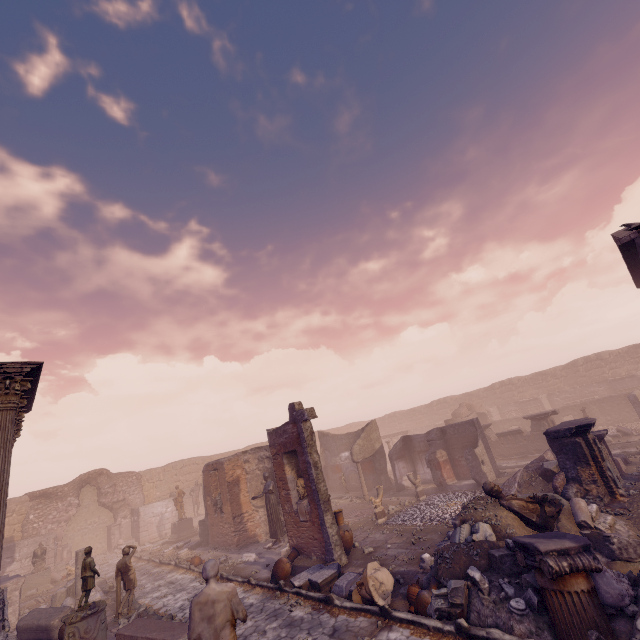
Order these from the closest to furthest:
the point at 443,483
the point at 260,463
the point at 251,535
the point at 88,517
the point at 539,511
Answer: the point at 539,511 → the point at 251,535 → the point at 260,463 → the point at 443,483 → the point at 88,517

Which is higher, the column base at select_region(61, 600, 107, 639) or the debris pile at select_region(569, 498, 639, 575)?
the column base at select_region(61, 600, 107, 639)

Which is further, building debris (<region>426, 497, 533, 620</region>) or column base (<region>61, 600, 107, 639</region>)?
column base (<region>61, 600, 107, 639</region>)

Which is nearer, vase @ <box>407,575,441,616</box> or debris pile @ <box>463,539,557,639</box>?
debris pile @ <box>463,539,557,639</box>

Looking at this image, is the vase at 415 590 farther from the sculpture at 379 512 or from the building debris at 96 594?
the building debris at 96 594

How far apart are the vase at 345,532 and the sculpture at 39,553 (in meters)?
16.76

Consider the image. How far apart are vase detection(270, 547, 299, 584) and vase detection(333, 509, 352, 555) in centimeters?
132cm

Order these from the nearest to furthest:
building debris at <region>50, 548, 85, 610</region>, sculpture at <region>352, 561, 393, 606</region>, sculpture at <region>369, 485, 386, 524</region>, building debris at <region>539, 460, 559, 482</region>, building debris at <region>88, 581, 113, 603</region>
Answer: sculpture at <region>352, 561, 393, 606</region>, building debris at <region>539, 460, 559, 482</region>, building debris at <region>50, 548, 85, 610</region>, building debris at <region>88, 581, 113, 603</region>, sculpture at <region>369, 485, 386, 524</region>
